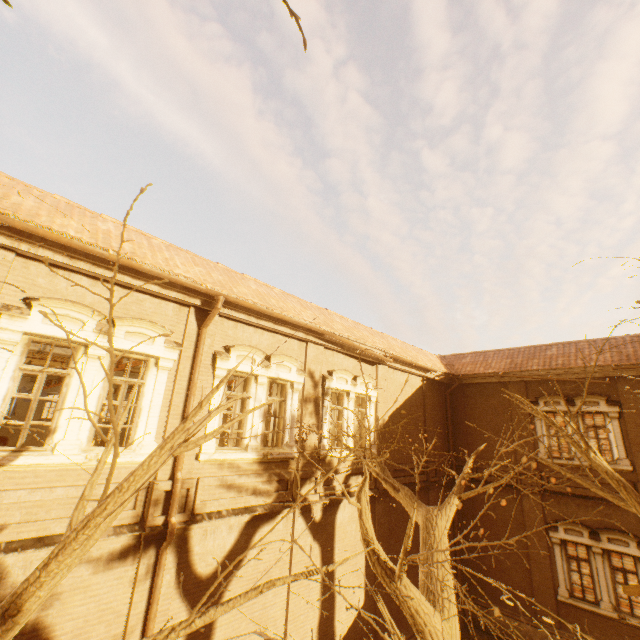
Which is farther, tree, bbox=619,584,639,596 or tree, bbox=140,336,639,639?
tree, bbox=140,336,639,639

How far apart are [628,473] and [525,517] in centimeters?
431cm

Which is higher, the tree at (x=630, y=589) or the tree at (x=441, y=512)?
the tree at (x=630, y=589)

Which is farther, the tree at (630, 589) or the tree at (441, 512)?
the tree at (441, 512)

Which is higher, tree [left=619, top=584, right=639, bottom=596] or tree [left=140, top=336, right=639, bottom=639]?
tree [left=619, top=584, right=639, bottom=596]
